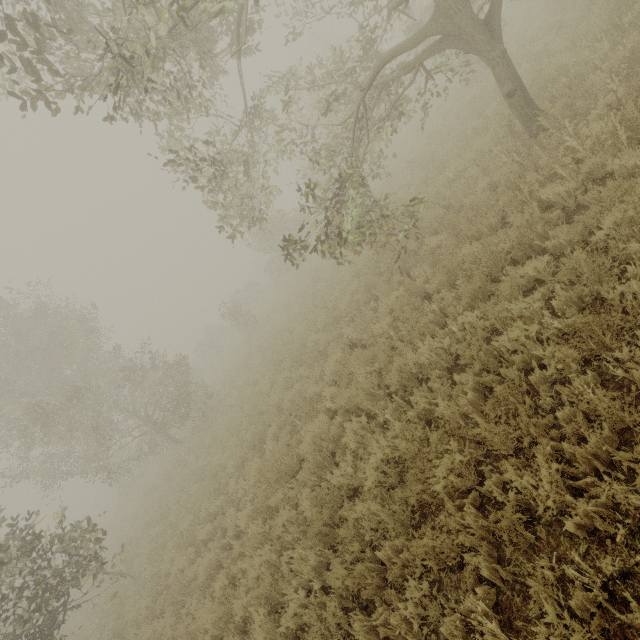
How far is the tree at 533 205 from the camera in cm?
561

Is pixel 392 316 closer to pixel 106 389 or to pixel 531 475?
pixel 531 475

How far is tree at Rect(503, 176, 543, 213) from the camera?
5.6 meters

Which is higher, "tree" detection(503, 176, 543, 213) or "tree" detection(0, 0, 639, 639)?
"tree" detection(0, 0, 639, 639)

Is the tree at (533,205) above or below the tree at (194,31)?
below
